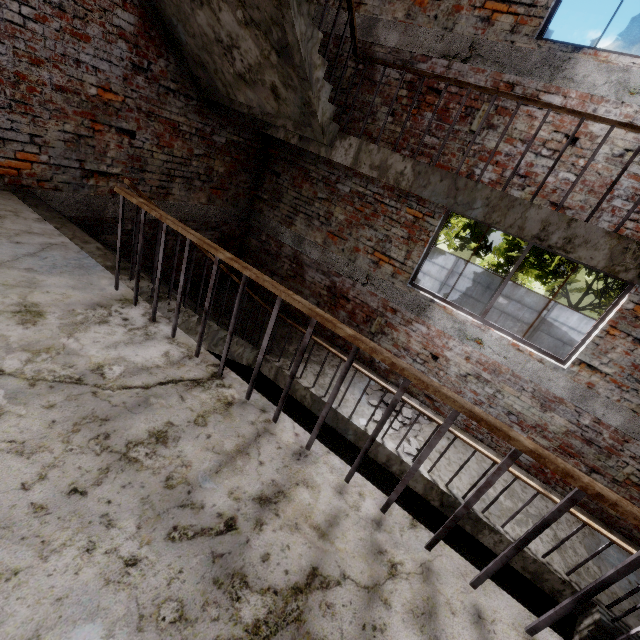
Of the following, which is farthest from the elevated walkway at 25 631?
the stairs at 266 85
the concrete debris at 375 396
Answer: the concrete debris at 375 396

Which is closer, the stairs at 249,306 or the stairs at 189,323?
the stairs at 189,323

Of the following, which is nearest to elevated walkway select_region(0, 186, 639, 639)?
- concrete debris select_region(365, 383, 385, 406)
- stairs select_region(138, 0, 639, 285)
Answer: stairs select_region(138, 0, 639, 285)

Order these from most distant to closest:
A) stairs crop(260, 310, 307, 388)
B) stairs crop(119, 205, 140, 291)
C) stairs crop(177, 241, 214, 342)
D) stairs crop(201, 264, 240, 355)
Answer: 1. stairs crop(260, 310, 307, 388)
2. stairs crop(201, 264, 240, 355)
3. stairs crop(177, 241, 214, 342)
4. stairs crop(119, 205, 140, 291)

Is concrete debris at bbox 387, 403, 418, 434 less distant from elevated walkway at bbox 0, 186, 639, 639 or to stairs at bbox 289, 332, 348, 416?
stairs at bbox 289, 332, 348, 416

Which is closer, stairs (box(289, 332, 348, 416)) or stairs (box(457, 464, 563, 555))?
stairs (box(457, 464, 563, 555))

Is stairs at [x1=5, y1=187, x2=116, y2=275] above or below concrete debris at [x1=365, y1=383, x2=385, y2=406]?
above

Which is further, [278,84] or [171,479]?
[278,84]
